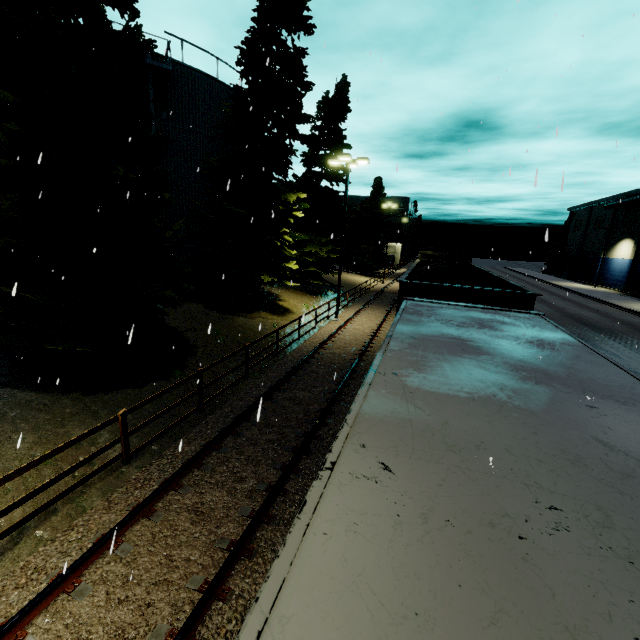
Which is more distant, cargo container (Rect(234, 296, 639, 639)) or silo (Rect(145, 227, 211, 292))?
silo (Rect(145, 227, 211, 292))

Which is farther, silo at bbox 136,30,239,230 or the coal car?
silo at bbox 136,30,239,230

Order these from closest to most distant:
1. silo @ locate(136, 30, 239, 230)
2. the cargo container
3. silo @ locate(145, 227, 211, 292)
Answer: the cargo container < silo @ locate(136, 30, 239, 230) < silo @ locate(145, 227, 211, 292)

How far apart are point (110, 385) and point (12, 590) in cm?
546

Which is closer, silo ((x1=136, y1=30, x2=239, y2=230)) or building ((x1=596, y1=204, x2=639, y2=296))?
silo ((x1=136, y1=30, x2=239, y2=230))

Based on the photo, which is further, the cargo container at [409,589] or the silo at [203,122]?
the silo at [203,122]

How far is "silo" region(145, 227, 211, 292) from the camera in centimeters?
1834cm

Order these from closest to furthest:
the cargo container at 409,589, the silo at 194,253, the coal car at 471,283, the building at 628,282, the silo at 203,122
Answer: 1. the cargo container at 409,589
2. the coal car at 471,283
3. the silo at 203,122
4. the silo at 194,253
5. the building at 628,282
